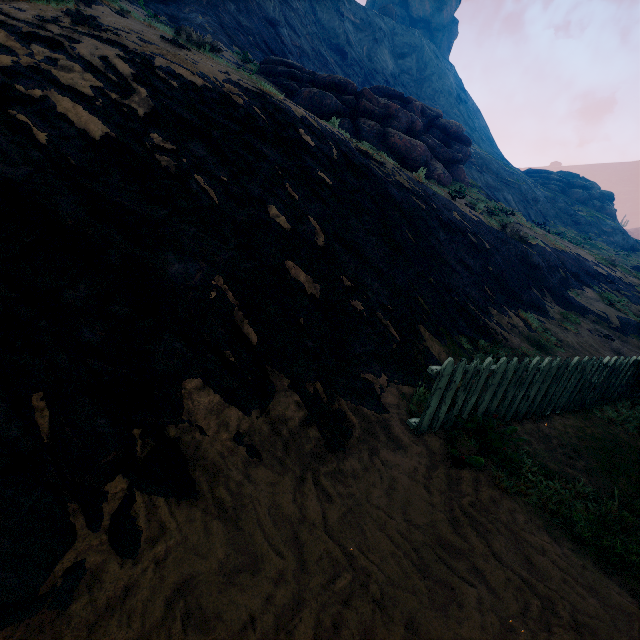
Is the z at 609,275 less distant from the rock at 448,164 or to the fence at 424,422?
the fence at 424,422

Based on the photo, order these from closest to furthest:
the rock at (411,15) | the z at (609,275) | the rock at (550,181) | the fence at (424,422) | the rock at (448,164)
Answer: the z at (609,275) → the fence at (424,422) → the rock at (448,164) → the rock at (550,181) → the rock at (411,15)

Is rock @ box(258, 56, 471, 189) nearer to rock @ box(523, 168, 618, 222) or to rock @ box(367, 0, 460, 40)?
rock @ box(523, 168, 618, 222)

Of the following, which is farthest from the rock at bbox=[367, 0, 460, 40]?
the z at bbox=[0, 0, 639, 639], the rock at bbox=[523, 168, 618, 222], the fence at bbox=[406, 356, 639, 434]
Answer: the fence at bbox=[406, 356, 639, 434]

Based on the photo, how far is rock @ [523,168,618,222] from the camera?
41.3m

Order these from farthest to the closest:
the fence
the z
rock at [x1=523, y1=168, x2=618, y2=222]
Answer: rock at [x1=523, y1=168, x2=618, y2=222]
the fence
the z

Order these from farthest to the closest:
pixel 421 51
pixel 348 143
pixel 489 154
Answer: pixel 421 51 → pixel 489 154 → pixel 348 143

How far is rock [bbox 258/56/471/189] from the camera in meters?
14.6
